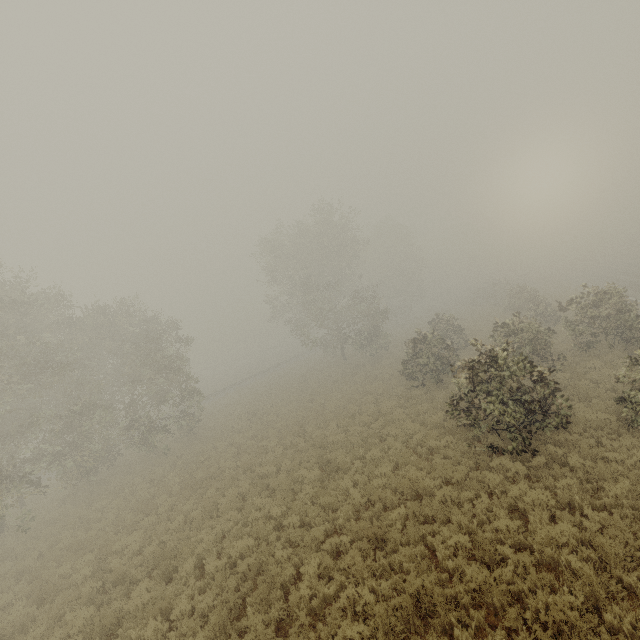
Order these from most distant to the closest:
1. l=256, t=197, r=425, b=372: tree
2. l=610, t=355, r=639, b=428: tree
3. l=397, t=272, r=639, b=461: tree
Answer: l=256, t=197, r=425, b=372: tree → l=397, t=272, r=639, b=461: tree → l=610, t=355, r=639, b=428: tree

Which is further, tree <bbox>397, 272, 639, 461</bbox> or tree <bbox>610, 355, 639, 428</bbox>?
tree <bbox>397, 272, 639, 461</bbox>

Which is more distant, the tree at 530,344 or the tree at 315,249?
the tree at 315,249

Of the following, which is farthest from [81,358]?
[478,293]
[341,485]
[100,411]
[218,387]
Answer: [478,293]

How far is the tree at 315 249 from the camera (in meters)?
32.50

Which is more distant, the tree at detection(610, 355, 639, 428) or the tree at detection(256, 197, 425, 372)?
the tree at detection(256, 197, 425, 372)

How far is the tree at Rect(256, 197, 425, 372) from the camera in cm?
3250
